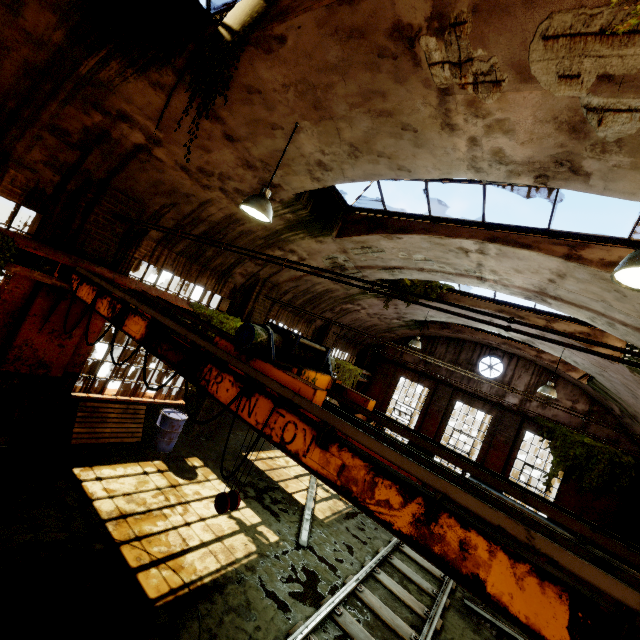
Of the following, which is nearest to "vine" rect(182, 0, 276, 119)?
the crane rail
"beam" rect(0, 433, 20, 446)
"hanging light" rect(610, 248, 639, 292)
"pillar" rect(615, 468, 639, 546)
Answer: the crane rail

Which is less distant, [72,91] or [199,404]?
[72,91]

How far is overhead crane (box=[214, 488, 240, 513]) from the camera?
3.6 meters

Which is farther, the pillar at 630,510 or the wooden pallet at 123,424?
the pillar at 630,510

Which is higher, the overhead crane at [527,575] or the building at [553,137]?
the building at [553,137]

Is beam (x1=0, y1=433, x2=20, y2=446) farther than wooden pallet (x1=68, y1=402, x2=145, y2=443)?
No

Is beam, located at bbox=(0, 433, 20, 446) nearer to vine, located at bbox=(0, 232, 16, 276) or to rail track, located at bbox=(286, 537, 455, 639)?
vine, located at bbox=(0, 232, 16, 276)

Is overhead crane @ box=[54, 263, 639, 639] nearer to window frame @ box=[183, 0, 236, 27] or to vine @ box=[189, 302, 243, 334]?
vine @ box=[189, 302, 243, 334]
